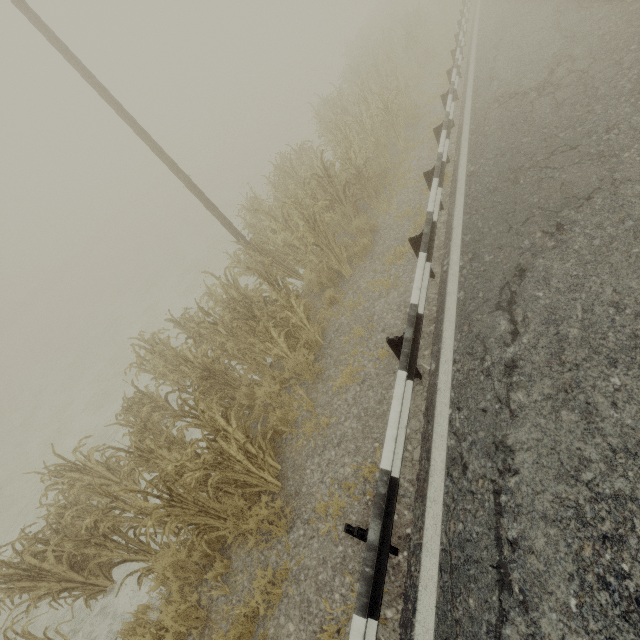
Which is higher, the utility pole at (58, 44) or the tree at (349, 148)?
the utility pole at (58, 44)

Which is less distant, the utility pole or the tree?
the tree

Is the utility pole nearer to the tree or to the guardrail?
the tree

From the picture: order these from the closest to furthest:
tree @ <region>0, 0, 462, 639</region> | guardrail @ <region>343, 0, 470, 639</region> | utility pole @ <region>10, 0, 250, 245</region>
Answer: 1. guardrail @ <region>343, 0, 470, 639</region>
2. tree @ <region>0, 0, 462, 639</region>
3. utility pole @ <region>10, 0, 250, 245</region>

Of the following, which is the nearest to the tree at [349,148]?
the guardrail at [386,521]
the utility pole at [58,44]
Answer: the guardrail at [386,521]

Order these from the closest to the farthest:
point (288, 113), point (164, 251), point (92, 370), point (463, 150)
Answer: point (463, 150) → point (92, 370) → point (164, 251) → point (288, 113)
